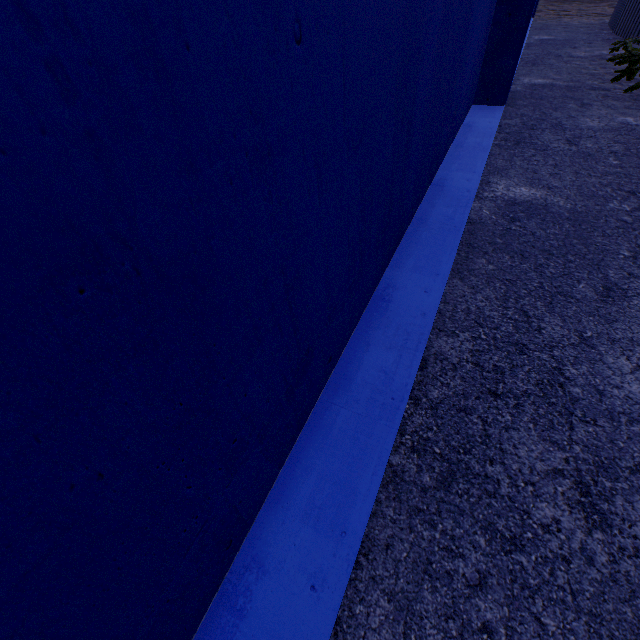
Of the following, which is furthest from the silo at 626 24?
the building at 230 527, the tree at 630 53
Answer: the building at 230 527

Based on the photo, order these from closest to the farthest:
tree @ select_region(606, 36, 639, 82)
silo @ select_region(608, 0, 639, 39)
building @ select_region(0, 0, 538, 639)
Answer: building @ select_region(0, 0, 538, 639) < tree @ select_region(606, 36, 639, 82) < silo @ select_region(608, 0, 639, 39)

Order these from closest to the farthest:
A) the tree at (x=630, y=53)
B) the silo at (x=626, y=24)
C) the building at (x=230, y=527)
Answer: the building at (x=230, y=527), the tree at (x=630, y=53), the silo at (x=626, y=24)

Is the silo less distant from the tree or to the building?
the tree

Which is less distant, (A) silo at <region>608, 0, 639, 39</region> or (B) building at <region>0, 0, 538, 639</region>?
(B) building at <region>0, 0, 538, 639</region>

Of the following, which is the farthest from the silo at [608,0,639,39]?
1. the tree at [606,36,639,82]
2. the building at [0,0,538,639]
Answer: the building at [0,0,538,639]

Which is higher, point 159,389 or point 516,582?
point 159,389
